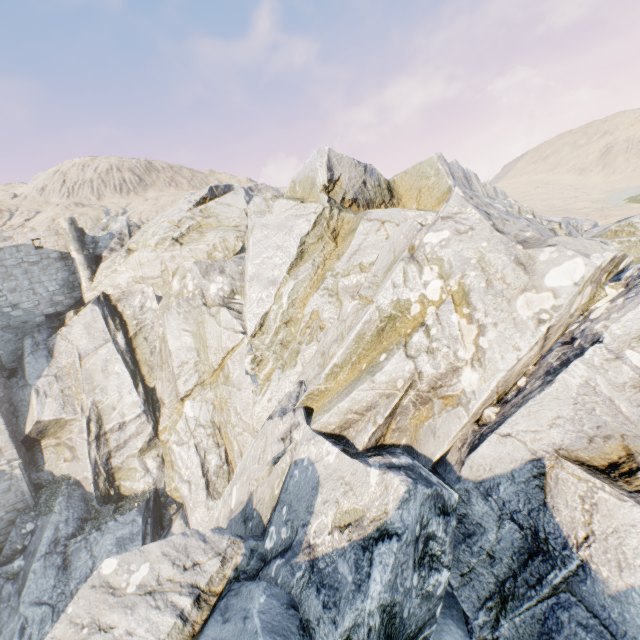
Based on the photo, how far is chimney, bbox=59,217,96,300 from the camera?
22.8m

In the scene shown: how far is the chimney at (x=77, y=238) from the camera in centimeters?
2277cm

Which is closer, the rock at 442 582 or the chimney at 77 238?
the rock at 442 582

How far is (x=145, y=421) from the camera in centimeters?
1939cm

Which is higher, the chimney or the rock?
the chimney

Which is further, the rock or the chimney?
the chimney
